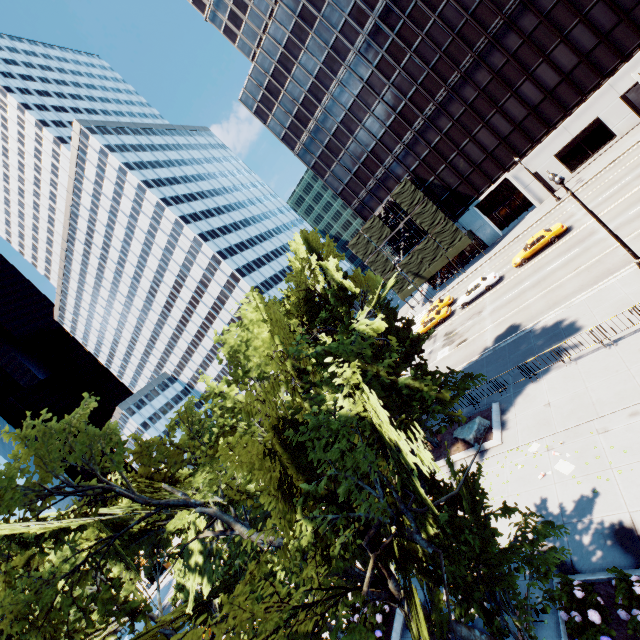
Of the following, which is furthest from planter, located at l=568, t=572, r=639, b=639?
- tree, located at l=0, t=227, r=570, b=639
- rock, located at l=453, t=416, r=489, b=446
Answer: rock, located at l=453, t=416, r=489, b=446

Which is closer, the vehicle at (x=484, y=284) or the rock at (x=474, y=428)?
the rock at (x=474, y=428)

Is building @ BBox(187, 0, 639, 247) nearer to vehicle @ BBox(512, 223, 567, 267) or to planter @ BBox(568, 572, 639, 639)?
vehicle @ BBox(512, 223, 567, 267)

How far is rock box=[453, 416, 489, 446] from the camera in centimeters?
1736cm

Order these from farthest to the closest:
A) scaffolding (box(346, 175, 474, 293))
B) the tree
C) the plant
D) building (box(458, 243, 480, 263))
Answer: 1. building (box(458, 243, 480, 263))
2. scaffolding (box(346, 175, 474, 293))
3. the plant
4. the tree

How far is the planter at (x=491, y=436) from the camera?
16.5m

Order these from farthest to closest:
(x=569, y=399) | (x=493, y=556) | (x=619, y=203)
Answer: (x=619, y=203) < (x=569, y=399) < (x=493, y=556)

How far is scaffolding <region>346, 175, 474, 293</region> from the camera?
44.8m
